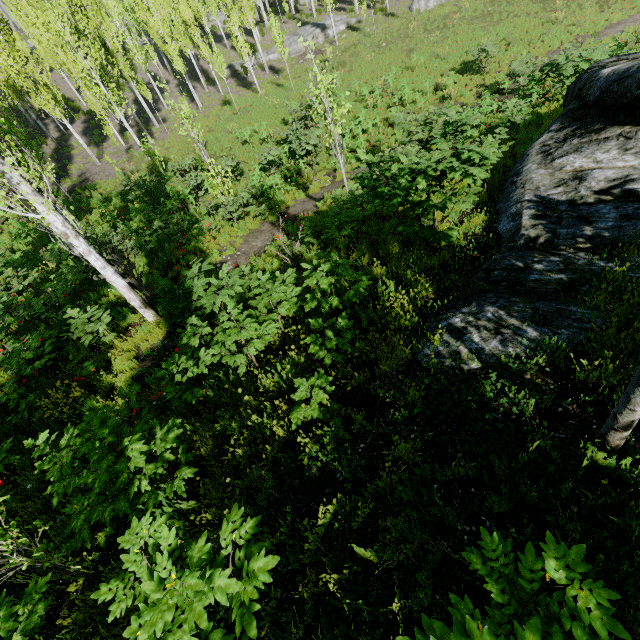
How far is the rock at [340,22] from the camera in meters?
31.3

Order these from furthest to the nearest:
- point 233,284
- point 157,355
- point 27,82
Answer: point 27,82 < point 157,355 < point 233,284

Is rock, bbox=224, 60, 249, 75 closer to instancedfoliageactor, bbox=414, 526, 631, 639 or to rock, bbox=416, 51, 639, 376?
instancedfoliageactor, bbox=414, 526, 631, 639

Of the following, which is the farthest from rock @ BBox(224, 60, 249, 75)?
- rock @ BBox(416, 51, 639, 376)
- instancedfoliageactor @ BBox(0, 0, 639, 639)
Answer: rock @ BBox(416, 51, 639, 376)

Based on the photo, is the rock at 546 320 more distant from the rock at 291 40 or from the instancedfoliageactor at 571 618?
the rock at 291 40

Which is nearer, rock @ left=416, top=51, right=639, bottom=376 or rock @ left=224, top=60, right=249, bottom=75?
rock @ left=416, top=51, right=639, bottom=376

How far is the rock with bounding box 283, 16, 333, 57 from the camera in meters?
30.9
